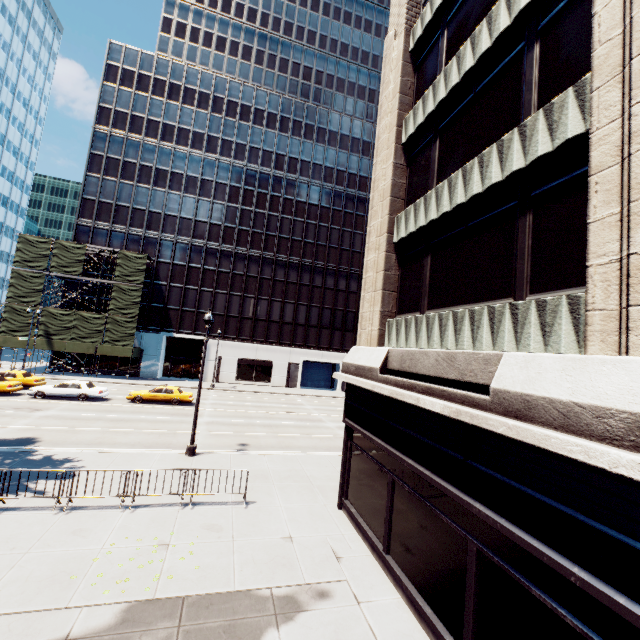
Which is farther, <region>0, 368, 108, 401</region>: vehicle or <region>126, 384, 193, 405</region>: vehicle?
<region>126, 384, 193, 405</region>: vehicle

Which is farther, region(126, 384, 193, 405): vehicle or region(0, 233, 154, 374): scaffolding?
region(0, 233, 154, 374): scaffolding

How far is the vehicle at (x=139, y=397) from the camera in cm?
2728

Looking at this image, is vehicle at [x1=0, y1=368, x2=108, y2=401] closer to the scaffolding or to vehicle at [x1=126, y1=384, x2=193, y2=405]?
vehicle at [x1=126, y1=384, x2=193, y2=405]

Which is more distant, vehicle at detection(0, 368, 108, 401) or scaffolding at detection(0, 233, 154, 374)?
scaffolding at detection(0, 233, 154, 374)

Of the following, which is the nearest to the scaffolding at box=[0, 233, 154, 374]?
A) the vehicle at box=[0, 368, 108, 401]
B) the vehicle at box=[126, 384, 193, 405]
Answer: the vehicle at box=[0, 368, 108, 401]

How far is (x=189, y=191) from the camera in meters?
45.6

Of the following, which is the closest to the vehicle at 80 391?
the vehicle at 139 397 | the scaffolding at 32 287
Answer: the vehicle at 139 397
